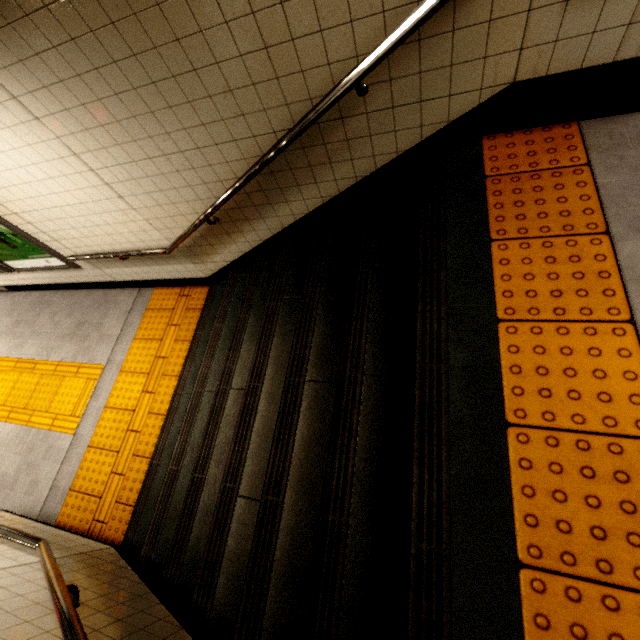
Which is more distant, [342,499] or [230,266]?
[230,266]

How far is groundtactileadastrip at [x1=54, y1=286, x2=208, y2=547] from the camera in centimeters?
336cm

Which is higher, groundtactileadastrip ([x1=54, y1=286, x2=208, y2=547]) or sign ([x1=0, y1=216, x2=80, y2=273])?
sign ([x1=0, y1=216, x2=80, y2=273])

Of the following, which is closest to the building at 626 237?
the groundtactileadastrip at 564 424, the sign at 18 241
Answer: the groundtactileadastrip at 564 424

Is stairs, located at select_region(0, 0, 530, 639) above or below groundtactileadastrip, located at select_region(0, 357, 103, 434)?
above

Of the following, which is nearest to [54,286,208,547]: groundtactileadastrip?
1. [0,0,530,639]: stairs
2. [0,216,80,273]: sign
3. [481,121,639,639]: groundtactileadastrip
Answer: [0,0,530,639]: stairs

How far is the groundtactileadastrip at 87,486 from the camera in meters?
3.4

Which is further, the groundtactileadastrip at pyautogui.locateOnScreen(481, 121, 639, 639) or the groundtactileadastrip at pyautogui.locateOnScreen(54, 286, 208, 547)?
the groundtactileadastrip at pyautogui.locateOnScreen(54, 286, 208, 547)
